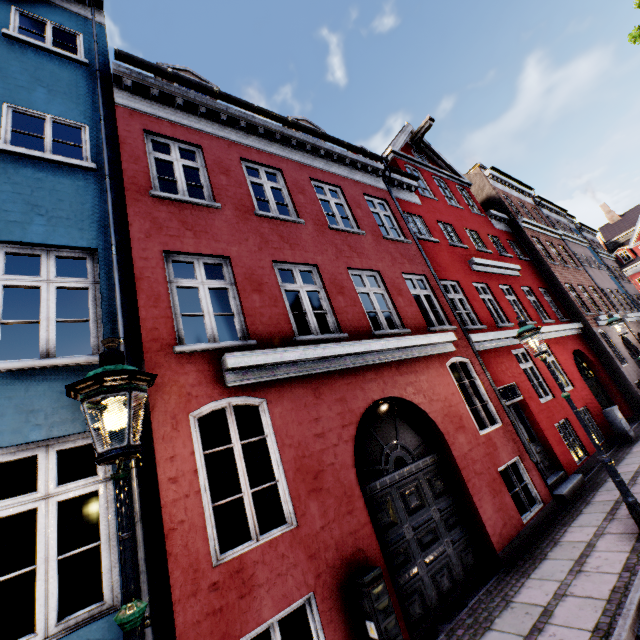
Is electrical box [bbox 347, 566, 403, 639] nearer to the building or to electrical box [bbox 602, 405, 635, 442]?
the building

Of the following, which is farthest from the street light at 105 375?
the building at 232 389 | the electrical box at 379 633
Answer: the electrical box at 379 633

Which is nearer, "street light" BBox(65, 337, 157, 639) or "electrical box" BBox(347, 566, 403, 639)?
"street light" BBox(65, 337, 157, 639)

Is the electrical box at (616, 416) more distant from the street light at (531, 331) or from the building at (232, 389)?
the street light at (531, 331)

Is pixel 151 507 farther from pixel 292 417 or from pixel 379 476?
pixel 379 476

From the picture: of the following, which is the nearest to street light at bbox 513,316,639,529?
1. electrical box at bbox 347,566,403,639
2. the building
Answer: the building

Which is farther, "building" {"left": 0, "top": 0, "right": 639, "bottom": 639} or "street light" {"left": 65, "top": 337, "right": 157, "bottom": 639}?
"building" {"left": 0, "top": 0, "right": 639, "bottom": 639}
